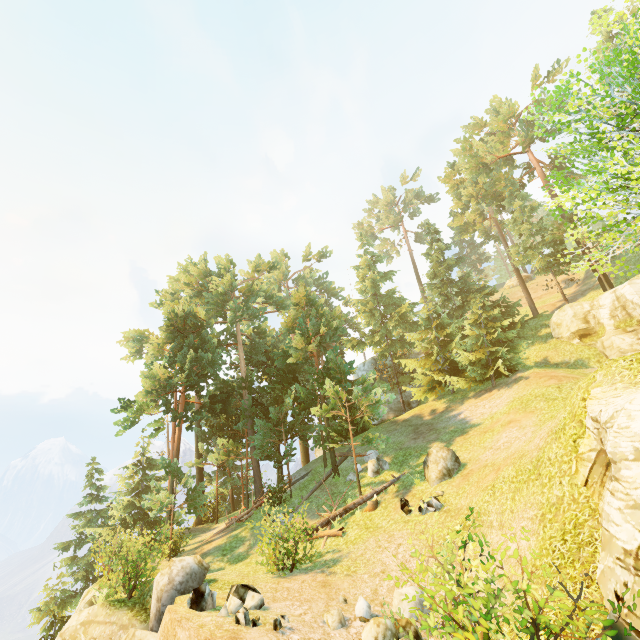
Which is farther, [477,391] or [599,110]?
[477,391]

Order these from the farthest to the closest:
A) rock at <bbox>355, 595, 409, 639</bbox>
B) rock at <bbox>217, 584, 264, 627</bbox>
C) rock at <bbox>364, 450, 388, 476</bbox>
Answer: rock at <bbox>364, 450, 388, 476</bbox>, rock at <bbox>217, 584, 264, 627</bbox>, rock at <bbox>355, 595, 409, 639</bbox>

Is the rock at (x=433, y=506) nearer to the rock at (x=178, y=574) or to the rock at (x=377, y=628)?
the rock at (x=377, y=628)

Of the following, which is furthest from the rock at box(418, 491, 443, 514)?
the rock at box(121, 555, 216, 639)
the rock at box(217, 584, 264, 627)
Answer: the rock at box(121, 555, 216, 639)

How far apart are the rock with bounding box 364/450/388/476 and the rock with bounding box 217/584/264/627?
10.07m

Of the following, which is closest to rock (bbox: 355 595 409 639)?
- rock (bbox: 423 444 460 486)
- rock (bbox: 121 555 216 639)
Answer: rock (bbox: 121 555 216 639)

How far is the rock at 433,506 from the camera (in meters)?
13.20

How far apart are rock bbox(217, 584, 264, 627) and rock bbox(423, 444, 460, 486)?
8.77m
